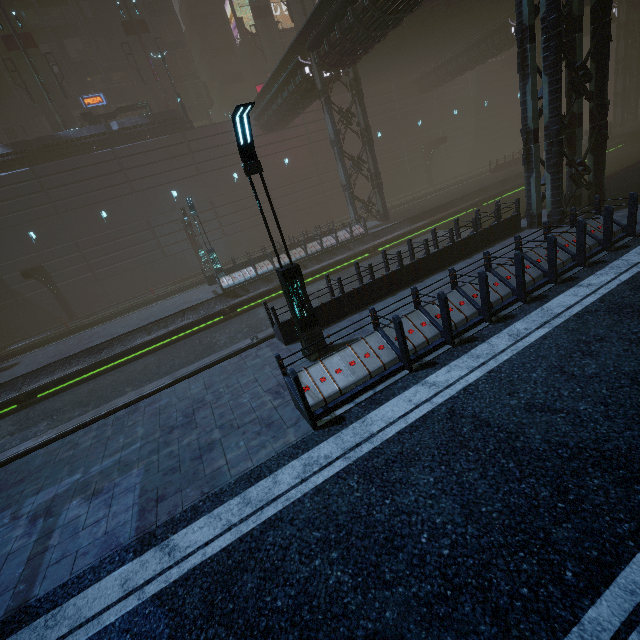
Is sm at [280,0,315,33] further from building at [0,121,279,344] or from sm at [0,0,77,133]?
sm at [0,0,77,133]

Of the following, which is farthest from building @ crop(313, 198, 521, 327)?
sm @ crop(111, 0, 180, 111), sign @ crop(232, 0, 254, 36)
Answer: sm @ crop(111, 0, 180, 111)

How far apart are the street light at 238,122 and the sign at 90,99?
40.4 meters

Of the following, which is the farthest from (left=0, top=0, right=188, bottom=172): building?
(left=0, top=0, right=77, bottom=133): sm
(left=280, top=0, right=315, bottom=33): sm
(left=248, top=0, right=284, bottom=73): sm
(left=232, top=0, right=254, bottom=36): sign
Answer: (left=248, top=0, right=284, bottom=73): sm

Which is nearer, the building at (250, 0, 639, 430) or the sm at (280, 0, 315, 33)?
the building at (250, 0, 639, 430)

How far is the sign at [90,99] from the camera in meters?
33.9

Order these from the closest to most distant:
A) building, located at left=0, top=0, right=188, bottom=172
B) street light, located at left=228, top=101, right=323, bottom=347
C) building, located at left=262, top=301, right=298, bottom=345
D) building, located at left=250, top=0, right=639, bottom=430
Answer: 1. street light, located at left=228, top=101, right=323, bottom=347
2. building, located at left=250, top=0, right=639, bottom=430
3. building, located at left=262, top=301, right=298, bottom=345
4. building, located at left=0, top=0, right=188, bottom=172

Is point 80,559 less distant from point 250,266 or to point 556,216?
point 556,216
